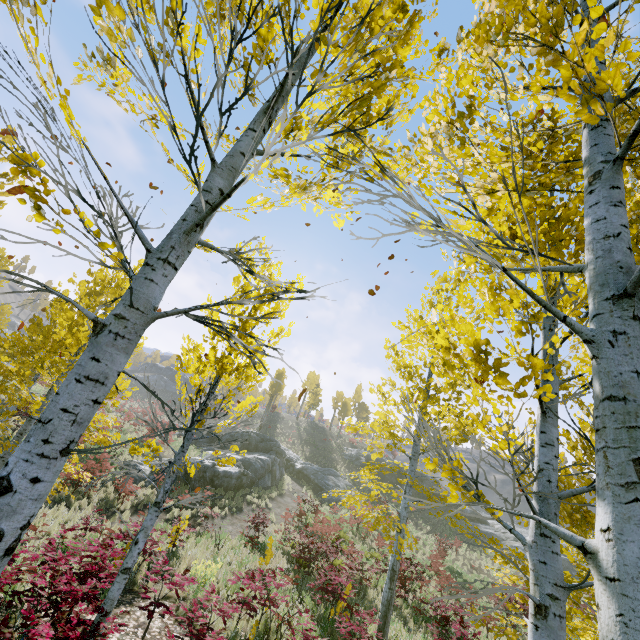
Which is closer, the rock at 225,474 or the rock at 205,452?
the rock at 225,474

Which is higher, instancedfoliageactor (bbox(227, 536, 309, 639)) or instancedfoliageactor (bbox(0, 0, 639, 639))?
instancedfoliageactor (bbox(0, 0, 639, 639))

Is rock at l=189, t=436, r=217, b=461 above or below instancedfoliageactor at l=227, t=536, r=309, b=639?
above

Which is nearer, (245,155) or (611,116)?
(611,116)

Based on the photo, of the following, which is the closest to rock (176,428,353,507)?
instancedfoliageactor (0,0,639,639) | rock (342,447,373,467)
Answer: instancedfoliageactor (0,0,639,639)

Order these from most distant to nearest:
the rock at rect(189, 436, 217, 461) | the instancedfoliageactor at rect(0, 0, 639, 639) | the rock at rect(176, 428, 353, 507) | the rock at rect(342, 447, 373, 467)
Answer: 1. the rock at rect(342, 447, 373, 467)
2. the rock at rect(189, 436, 217, 461)
3. the rock at rect(176, 428, 353, 507)
4. the instancedfoliageactor at rect(0, 0, 639, 639)

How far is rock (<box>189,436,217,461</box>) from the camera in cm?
2119

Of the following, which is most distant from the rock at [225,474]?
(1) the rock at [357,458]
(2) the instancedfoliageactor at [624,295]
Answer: (1) the rock at [357,458]
